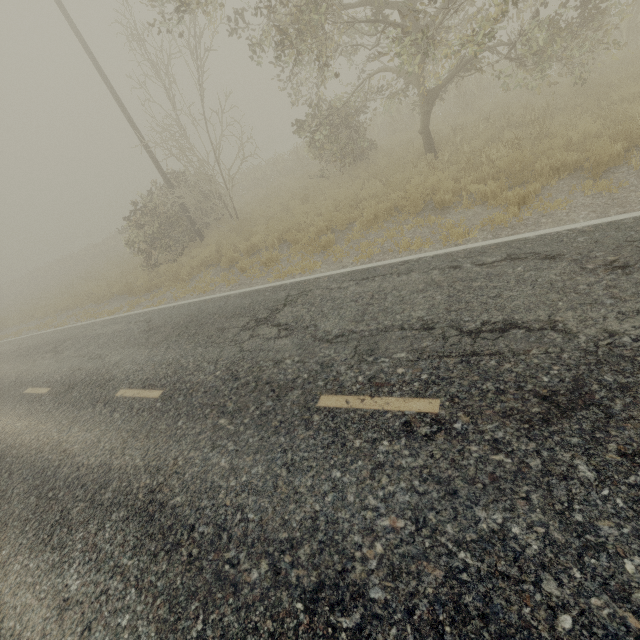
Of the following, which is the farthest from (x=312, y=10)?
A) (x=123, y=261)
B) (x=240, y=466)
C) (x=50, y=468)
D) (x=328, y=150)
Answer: (x=123, y=261)
